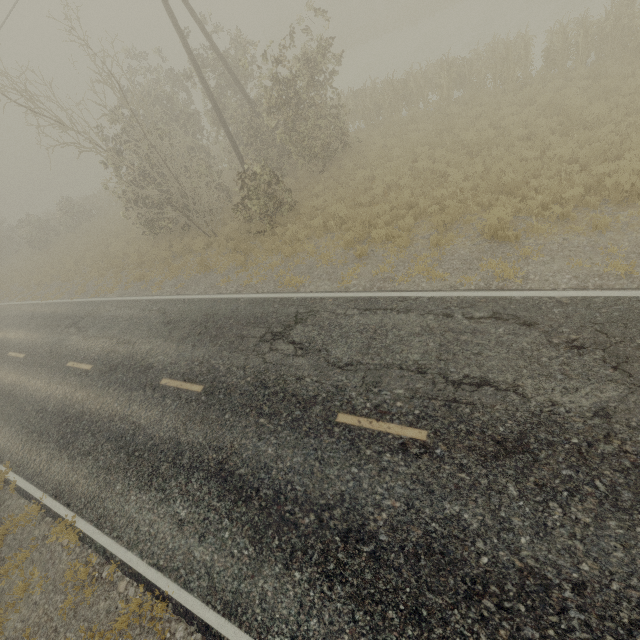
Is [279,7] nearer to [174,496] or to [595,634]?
[174,496]
